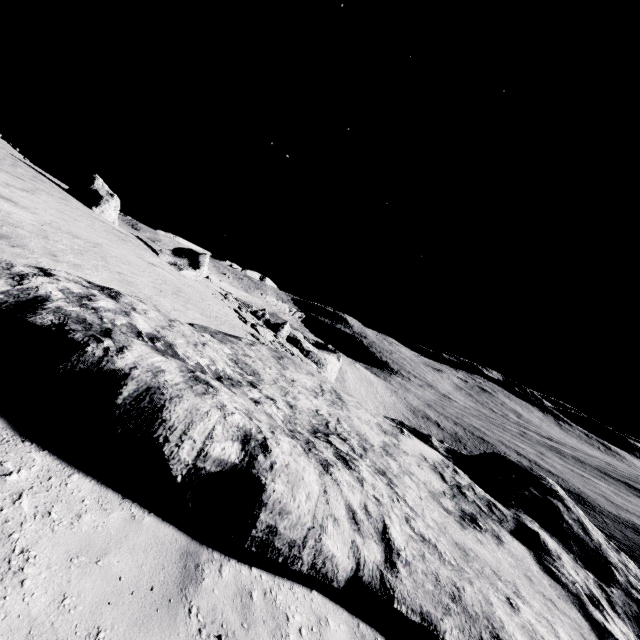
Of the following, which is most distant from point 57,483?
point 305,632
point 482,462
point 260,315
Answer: point 260,315

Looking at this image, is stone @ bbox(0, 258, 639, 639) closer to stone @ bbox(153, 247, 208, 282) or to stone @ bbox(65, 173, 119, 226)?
stone @ bbox(153, 247, 208, 282)

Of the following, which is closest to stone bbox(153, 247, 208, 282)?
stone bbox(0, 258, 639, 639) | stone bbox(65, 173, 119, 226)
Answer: stone bbox(65, 173, 119, 226)

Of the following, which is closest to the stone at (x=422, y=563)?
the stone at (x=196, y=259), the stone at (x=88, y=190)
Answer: the stone at (x=196, y=259)

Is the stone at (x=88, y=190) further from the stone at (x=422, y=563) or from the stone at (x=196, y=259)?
the stone at (x=422, y=563)

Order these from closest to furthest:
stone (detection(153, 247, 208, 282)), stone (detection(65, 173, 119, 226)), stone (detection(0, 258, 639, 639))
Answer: stone (detection(0, 258, 639, 639)) → stone (detection(65, 173, 119, 226)) → stone (detection(153, 247, 208, 282))
